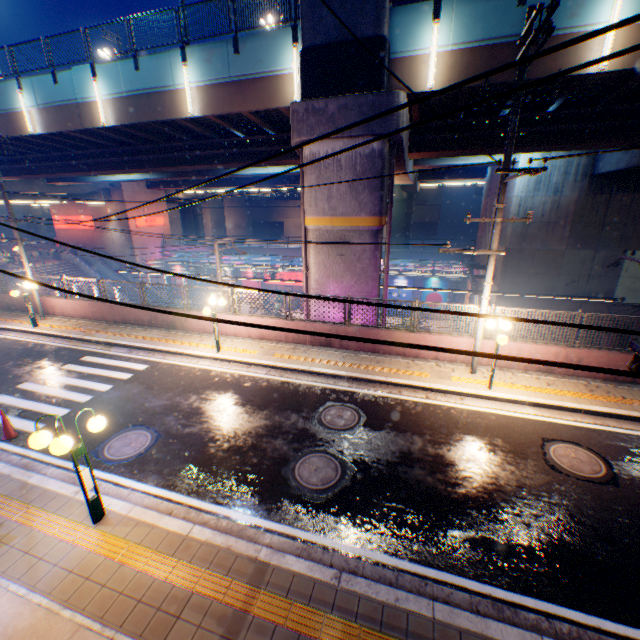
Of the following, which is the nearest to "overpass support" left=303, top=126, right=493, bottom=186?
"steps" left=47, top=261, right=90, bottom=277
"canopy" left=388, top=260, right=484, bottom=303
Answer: "canopy" left=388, top=260, right=484, bottom=303

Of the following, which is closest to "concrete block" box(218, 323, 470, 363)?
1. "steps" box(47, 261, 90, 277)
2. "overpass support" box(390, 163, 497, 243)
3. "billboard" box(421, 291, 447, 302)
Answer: "steps" box(47, 261, 90, 277)

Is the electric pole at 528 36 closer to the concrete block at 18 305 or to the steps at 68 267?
the concrete block at 18 305

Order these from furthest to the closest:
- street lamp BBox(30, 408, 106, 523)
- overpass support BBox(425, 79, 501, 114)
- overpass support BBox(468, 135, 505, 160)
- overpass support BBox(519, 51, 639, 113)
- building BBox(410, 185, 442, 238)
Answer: building BBox(410, 185, 442, 238)
overpass support BBox(468, 135, 505, 160)
overpass support BBox(425, 79, 501, 114)
overpass support BBox(519, 51, 639, 113)
street lamp BBox(30, 408, 106, 523)

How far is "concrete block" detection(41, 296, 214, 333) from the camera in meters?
15.0

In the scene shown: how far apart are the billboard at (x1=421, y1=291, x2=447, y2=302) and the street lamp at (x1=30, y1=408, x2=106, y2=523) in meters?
31.7 m

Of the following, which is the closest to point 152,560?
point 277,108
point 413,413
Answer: point 413,413

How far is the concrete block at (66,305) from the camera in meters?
15.0
